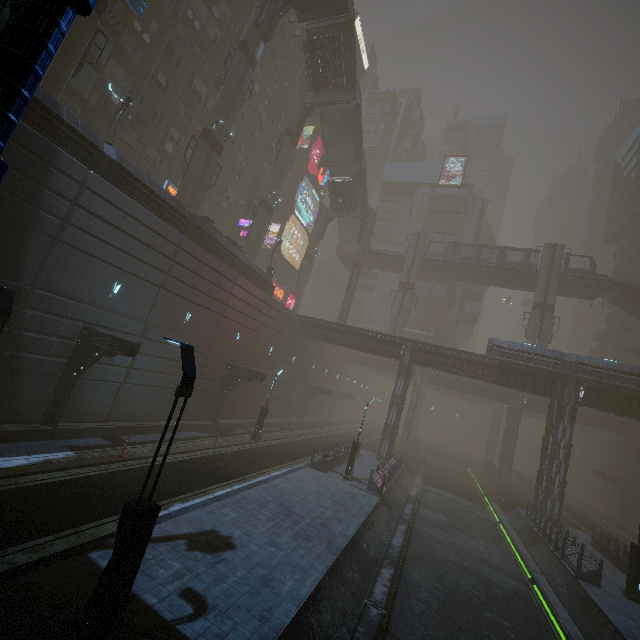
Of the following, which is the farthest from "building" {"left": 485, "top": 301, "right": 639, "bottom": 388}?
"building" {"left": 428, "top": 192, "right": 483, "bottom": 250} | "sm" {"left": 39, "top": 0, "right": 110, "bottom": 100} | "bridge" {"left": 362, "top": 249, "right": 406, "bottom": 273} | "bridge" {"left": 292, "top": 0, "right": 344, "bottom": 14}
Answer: "bridge" {"left": 292, "top": 0, "right": 344, "bottom": 14}

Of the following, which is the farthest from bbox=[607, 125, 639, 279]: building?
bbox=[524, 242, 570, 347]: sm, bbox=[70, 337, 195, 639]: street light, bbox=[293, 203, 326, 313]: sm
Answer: bbox=[70, 337, 195, 639]: street light

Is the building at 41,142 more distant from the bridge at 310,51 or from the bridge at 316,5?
the bridge at 310,51

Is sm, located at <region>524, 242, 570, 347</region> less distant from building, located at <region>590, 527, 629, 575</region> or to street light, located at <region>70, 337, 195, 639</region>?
building, located at <region>590, 527, 629, 575</region>

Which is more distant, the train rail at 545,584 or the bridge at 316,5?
the bridge at 316,5

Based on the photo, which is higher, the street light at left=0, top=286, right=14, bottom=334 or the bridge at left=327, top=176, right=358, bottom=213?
the bridge at left=327, top=176, right=358, bottom=213

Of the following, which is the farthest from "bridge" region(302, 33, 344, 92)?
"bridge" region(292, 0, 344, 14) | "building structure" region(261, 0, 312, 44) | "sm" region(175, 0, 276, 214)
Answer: "sm" region(175, 0, 276, 214)

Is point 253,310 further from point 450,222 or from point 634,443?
point 634,443
